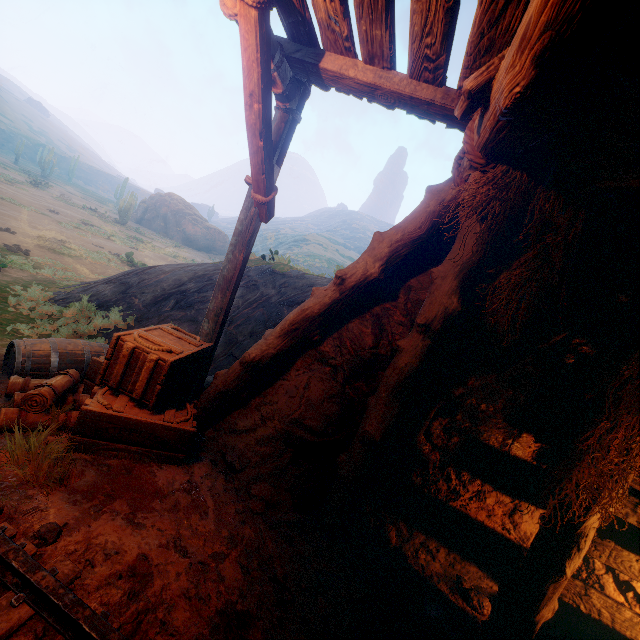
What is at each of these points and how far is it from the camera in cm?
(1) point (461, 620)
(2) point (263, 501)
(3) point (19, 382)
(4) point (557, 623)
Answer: (1) instancedfoliageactor, 319
(2) instancedfoliageactor, 343
(3) tent, 345
(4) instancedfoliageactor, 370

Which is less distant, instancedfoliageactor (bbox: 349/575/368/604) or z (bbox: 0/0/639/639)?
z (bbox: 0/0/639/639)

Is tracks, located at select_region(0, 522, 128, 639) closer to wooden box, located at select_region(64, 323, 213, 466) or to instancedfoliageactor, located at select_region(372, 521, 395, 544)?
wooden box, located at select_region(64, 323, 213, 466)

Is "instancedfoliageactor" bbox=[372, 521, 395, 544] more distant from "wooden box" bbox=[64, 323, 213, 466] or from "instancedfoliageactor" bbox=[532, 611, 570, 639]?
"wooden box" bbox=[64, 323, 213, 466]

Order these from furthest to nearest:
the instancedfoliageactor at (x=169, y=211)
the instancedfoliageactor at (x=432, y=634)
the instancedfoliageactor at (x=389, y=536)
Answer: the instancedfoliageactor at (x=169, y=211), the instancedfoliageactor at (x=389, y=536), the instancedfoliageactor at (x=432, y=634)

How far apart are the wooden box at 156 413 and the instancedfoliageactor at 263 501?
0.76m

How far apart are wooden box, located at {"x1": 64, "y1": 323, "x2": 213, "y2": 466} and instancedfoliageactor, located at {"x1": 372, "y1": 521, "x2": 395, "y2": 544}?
2.4 meters

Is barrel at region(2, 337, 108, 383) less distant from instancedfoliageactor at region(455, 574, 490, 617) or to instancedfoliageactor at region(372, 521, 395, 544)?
instancedfoliageactor at region(372, 521, 395, 544)
